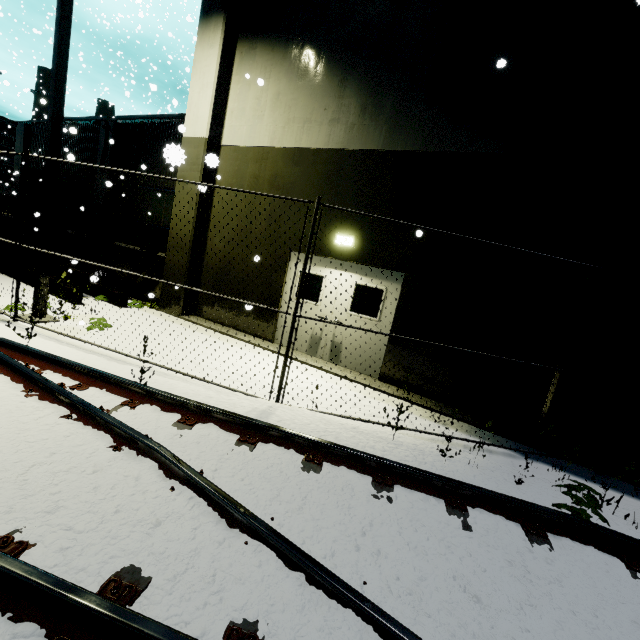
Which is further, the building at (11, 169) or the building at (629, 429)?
the building at (11, 169)

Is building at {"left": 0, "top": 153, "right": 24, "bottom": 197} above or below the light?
above

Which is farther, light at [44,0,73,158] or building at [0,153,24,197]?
building at [0,153,24,197]

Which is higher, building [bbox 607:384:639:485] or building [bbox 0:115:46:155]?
building [bbox 0:115:46:155]

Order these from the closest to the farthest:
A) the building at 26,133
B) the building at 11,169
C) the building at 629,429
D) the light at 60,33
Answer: the building at 629,429
the light at 60,33
the building at 26,133
the building at 11,169

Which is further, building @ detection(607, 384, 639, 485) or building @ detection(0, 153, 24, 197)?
building @ detection(0, 153, 24, 197)

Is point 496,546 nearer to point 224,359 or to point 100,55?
point 224,359

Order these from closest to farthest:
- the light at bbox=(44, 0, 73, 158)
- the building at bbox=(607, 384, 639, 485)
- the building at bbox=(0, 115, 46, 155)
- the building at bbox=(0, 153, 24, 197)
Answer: the building at bbox=(607, 384, 639, 485)
the light at bbox=(44, 0, 73, 158)
the building at bbox=(0, 115, 46, 155)
the building at bbox=(0, 153, 24, 197)
